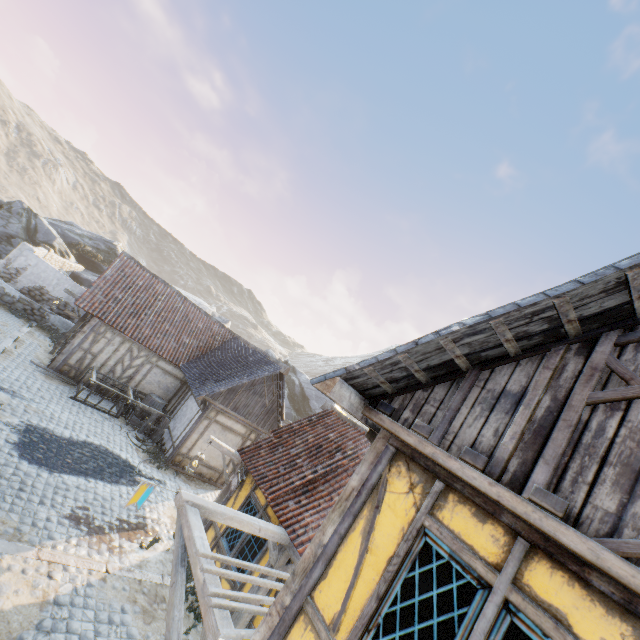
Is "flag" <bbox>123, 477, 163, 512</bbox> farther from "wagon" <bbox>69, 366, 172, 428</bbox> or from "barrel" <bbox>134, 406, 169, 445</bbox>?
"wagon" <bbox>69, 366, 172, 428</bbox>

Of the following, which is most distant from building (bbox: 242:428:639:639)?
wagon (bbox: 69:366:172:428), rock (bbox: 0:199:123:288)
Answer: wagon (bbox: 69:366:172:428)

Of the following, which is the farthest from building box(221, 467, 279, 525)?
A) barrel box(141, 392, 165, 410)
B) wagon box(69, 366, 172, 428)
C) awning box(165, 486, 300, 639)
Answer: barrel box(141, 392, 165, 410)

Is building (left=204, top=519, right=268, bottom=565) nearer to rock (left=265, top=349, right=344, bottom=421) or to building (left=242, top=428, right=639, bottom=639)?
building (left=242, top=428, right=639, bottom=639)

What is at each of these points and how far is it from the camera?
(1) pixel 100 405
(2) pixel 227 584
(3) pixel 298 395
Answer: (1) wagon, 13.7 meters
(2) building, 8.0 meters
(3) rock, 33.3 meters

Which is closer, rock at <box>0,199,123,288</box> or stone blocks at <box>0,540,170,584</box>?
stone blocks at <box>0,540,170,584</box>

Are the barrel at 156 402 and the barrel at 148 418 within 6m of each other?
yes

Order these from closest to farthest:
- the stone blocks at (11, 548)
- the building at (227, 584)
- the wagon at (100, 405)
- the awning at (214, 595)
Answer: the awning at (214, 595) → the stone blocks at (11, 548) → the building at (227, 584) → the wagon at (100, 405)
